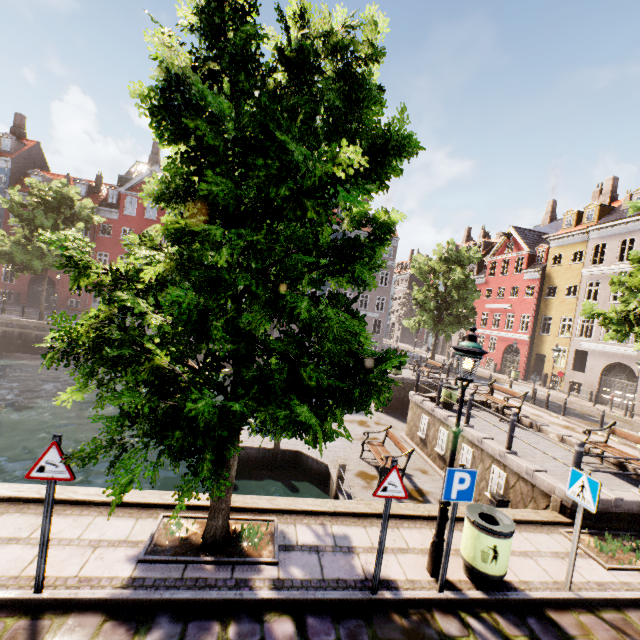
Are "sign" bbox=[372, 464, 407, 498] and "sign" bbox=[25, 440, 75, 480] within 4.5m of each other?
yes

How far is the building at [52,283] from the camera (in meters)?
31.99

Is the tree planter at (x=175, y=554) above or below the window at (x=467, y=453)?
above

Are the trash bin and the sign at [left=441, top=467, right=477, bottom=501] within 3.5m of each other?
yes

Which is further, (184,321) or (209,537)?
(209,537)

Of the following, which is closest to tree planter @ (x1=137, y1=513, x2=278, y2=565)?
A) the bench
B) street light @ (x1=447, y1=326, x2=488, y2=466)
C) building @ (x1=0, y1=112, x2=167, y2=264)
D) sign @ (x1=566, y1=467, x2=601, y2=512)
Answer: street light @ (x1=447, y1=326, x2=488, y2=466)

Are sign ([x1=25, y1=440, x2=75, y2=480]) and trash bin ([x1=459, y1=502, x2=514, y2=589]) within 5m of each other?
no

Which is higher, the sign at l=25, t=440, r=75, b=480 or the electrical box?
the sign at l=25, t=440, r=75, b=480
